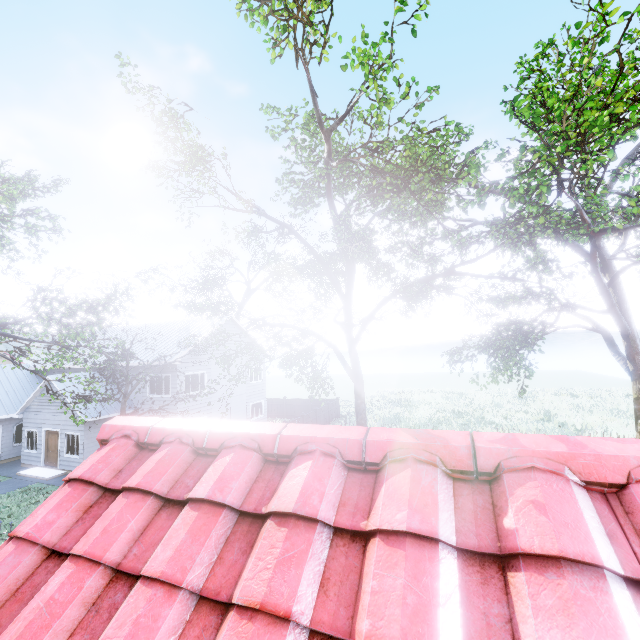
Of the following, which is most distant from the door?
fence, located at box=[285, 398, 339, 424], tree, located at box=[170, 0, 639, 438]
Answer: fence, located at box=[285, 398, 339, 424]

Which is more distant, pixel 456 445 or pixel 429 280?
pixel 429 280

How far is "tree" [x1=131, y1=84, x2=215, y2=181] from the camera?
9.7m

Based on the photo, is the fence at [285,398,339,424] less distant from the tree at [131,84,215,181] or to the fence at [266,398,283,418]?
the tree at [131,84,215,181]

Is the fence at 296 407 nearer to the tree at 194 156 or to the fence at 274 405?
the tree at 194 156

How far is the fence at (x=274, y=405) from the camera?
31.17m

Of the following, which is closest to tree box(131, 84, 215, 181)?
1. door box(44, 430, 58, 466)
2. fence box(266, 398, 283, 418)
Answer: fence box(266, 398, 283, 418)

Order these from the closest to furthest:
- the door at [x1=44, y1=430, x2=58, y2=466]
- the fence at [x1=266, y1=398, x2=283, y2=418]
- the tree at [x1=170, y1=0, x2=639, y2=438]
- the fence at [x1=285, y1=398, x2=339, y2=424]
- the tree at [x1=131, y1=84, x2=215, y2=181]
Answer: the tree at [x1=170, y1=0, x2=639, y2=438] → the tree at [x1=131, y1=84, x2=215, y2=181] → the door at [x1=44, y1=430, x2=58, y2=466] → the fence at [x1=285, y1=398, x2=339, y2=424] → the fence at [x1=266, y1=398, x2=283, y2=418]
